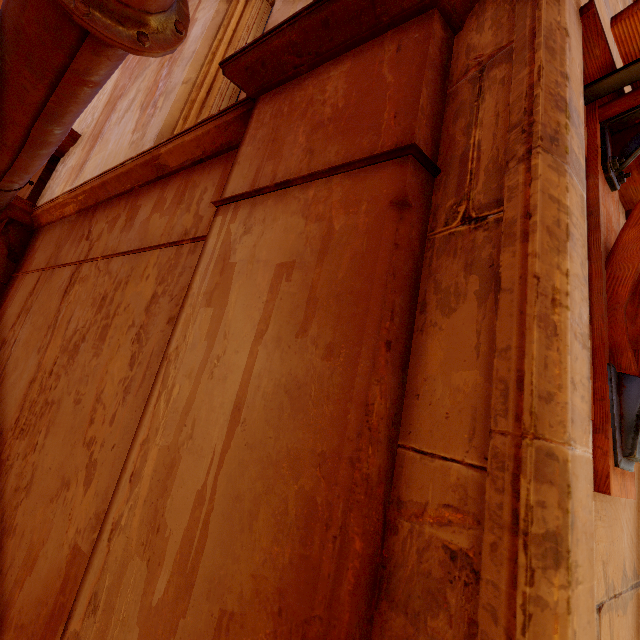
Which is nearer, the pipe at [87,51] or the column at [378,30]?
the column at [378,30]

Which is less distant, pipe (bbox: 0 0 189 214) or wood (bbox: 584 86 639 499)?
wood (bbox: 584 86 639 499)

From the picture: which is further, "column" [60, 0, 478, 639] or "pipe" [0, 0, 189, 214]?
"pipe" [0, 0, 189, 214]

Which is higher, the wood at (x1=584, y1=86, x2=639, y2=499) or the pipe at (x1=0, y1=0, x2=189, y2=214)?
the pipe at (x1=0, y1=0, x2=189, y2=214)

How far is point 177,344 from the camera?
1.4 meters

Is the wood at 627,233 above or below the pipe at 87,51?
below
